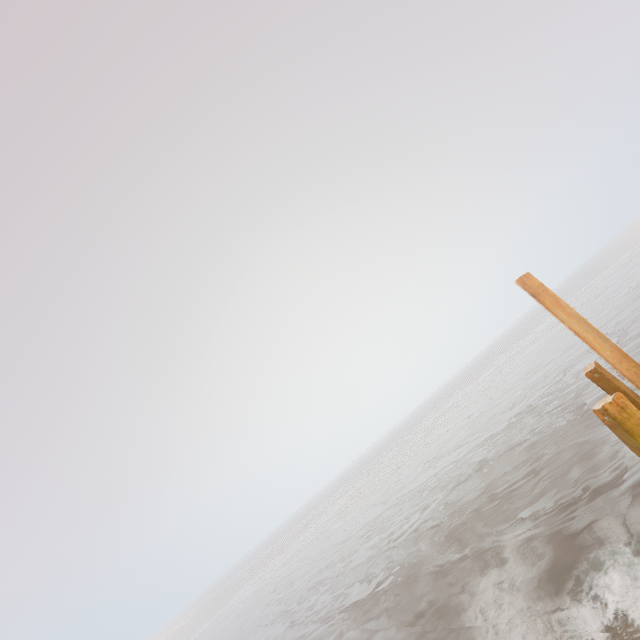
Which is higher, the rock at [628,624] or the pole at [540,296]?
the pole at [540,296]

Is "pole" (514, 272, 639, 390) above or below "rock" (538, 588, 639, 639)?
above

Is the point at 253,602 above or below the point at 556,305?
below
